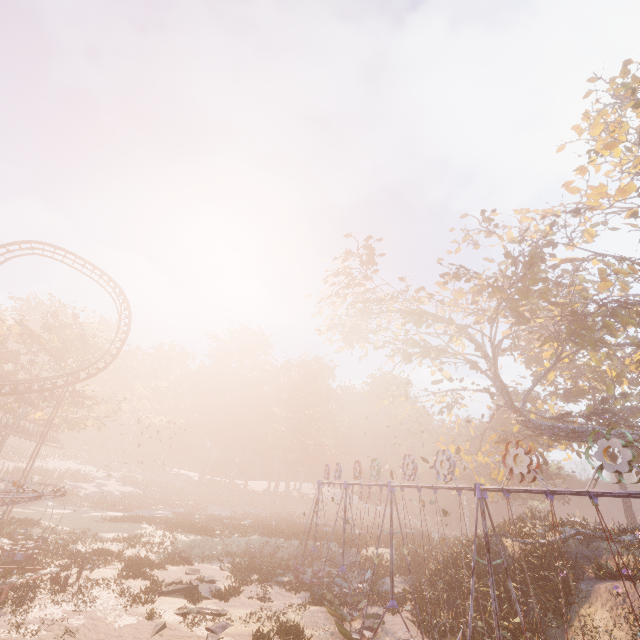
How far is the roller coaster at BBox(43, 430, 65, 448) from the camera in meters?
40.3

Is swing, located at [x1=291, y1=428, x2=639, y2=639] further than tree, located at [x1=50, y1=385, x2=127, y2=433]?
No

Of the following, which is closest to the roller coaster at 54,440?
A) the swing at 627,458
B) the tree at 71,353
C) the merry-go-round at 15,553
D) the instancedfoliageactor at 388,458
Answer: the tree at 71,353

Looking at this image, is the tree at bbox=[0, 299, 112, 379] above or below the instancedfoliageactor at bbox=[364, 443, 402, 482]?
above

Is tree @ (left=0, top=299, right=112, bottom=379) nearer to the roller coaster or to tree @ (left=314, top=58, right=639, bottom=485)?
the roller coaster

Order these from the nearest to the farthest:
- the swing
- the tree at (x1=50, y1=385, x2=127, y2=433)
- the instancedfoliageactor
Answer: the swing
the tree at (x1=50, y1=385, x2=127, y2=433)
the instancedfoliageactor

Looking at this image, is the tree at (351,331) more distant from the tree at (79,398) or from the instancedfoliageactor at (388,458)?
the tree at (79,398)

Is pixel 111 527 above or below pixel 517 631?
below
